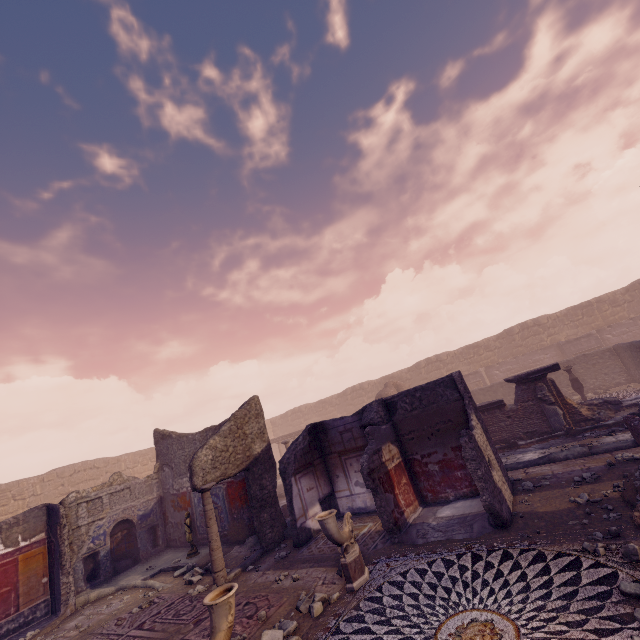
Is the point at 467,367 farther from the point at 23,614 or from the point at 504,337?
the point at 23,614

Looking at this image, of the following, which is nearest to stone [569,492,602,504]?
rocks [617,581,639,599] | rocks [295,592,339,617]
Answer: rocks [617,581,639,599]

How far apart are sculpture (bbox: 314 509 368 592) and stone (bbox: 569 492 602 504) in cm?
398

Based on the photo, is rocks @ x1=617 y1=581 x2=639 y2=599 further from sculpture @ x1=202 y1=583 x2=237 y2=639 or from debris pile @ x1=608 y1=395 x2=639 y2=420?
debris pile @ x1=608 y1=395 x2=639 y2=420

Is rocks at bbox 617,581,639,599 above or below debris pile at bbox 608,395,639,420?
below

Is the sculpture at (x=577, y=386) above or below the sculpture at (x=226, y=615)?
below

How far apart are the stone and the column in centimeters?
742cm

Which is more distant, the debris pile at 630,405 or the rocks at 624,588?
the debris pile at 630,405
